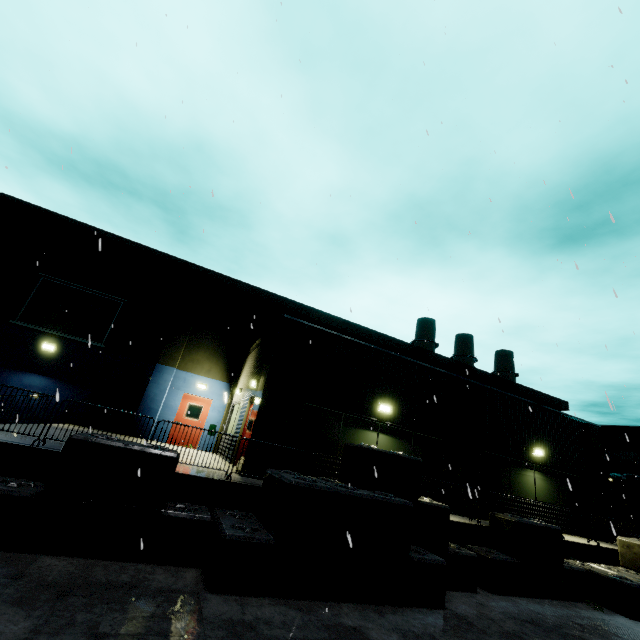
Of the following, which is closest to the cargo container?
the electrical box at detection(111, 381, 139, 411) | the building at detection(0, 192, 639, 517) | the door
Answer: the building at detection(0, 192, 639, 517)

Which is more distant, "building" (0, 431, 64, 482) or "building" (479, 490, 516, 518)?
"building" (479, 490, 516, 518)

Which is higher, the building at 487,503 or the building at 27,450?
the building at 487,503

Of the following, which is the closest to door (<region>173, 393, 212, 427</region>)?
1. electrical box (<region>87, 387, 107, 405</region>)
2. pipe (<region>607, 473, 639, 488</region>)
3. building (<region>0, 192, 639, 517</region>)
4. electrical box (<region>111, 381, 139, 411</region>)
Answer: building (<region>0, 192, 639, 517</region>)

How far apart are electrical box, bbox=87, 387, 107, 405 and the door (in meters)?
3.28

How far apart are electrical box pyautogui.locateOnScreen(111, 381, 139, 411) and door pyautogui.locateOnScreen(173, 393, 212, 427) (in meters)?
2.06

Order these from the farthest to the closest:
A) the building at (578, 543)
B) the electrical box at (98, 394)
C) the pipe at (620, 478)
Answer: Result: the pipe at (620, 478) → the electrical box at (98, 394) → the building at (578, 543)

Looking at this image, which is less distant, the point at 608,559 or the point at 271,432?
the point at 271,432
